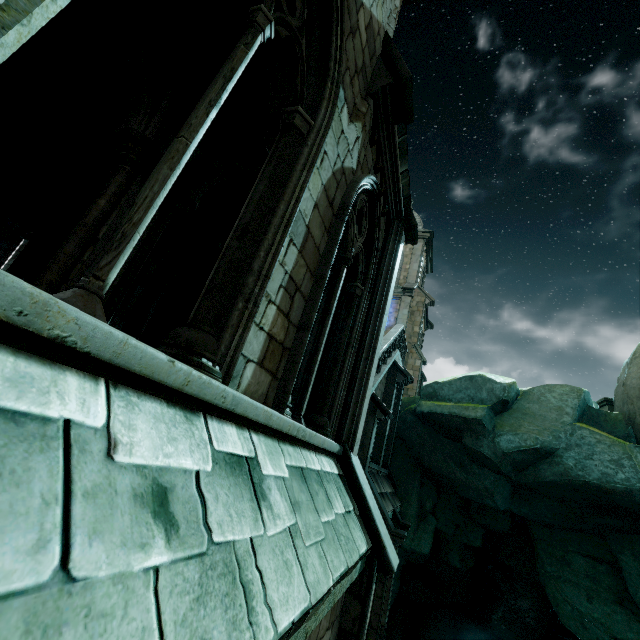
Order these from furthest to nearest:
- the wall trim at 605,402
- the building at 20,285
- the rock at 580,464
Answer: the wall trim at 605,402 → the rock at 580,464 → the building at 20,285

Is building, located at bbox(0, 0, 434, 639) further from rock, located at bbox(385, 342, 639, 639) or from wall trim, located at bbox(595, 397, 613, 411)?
wall trim, located at bbox(595, 397, 613, 411)

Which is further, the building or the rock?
the rock

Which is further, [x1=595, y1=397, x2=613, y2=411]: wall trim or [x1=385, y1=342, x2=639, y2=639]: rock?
[x1=595, y1=397, x2=613, y2=411]: wall trim

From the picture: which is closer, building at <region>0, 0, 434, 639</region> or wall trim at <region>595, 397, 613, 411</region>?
building at <region>0, 0, 434, 639</region>

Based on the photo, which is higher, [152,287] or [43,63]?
[43,63]

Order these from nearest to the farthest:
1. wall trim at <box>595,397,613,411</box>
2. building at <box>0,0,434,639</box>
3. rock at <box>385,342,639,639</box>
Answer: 1. building at <box>0,0,434,639</box>
2. rock at <box>385,342,639,639</box>
3. wall trim at <box>595,397,613,411</box>

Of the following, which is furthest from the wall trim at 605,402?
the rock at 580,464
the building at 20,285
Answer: the building at 20,285
